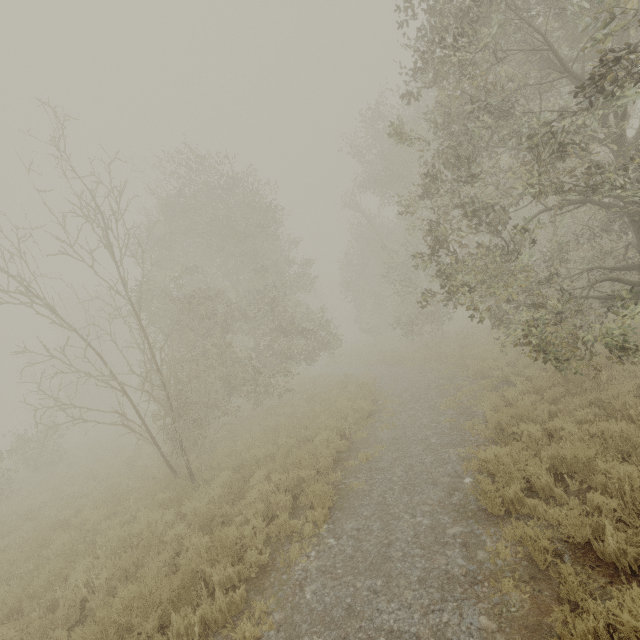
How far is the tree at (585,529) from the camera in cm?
417

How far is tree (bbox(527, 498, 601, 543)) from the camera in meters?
4.2

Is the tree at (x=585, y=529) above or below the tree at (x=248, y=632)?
above

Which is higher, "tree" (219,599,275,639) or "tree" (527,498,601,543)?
"tree" (527,498,601,543)

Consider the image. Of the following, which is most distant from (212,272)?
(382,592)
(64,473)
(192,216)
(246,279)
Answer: (382,592)
